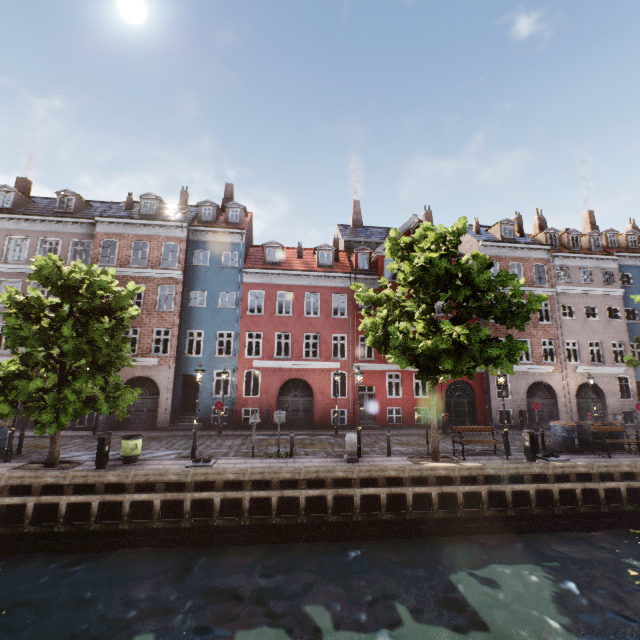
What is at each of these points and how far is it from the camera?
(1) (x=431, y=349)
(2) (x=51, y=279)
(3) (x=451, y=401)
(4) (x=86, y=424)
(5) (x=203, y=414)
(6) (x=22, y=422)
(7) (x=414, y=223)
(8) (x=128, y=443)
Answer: (1) tree, 11.41m
(2) tree, 12.19m
(3) building, 23.48m
(4) building, 19.91m
(5) building, 21.11m
(6) building, 19.94m
(7) building, 24.70m
(8) trash bin, 12.55m

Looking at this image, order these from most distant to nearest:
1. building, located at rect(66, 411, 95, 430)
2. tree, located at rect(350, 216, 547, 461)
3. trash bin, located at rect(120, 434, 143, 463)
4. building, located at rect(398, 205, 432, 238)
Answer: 1. building, located at rect(398, 205, 432, 238)
2. building, located at rect(66, 411, 95, 430)
3. trash bin, located at rect(120, 434, 143, 463)
4. tree, located at rect(350, 216, 547, 461)

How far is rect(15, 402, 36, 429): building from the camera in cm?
1991

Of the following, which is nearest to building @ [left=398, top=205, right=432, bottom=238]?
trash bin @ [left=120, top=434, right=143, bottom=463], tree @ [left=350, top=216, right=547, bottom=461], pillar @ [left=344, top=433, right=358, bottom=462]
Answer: tree @ [left=350, top=216, right=547, bottom=461]

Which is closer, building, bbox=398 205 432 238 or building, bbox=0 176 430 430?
building, bbox=0 176 430 430

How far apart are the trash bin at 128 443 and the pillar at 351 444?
8.25m

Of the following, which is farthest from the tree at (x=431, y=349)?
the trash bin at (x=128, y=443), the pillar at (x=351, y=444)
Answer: the pillar at (x=351, y=444)

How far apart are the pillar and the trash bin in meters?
8.2 m
